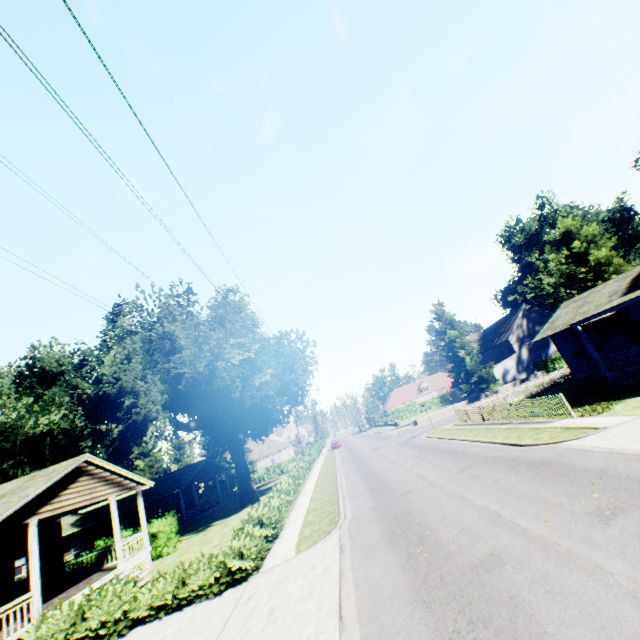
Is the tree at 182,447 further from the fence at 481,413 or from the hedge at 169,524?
the fence at 481,413

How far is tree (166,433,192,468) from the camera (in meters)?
52.73

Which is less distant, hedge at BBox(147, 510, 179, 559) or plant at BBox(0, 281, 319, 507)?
hedge at BBox(147, 510, 179, 559)

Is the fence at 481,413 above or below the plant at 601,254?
below

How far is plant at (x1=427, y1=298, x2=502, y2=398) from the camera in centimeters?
4581cm

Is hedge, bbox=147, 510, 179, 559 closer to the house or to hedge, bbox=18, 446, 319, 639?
hedge, bbox=18, 446, 319, 639

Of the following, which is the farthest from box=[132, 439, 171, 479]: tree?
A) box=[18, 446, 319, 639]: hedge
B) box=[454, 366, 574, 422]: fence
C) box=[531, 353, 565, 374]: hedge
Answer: box=[454, 366, 574, 422]: fence

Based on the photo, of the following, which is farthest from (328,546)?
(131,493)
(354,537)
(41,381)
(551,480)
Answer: (41,381)
